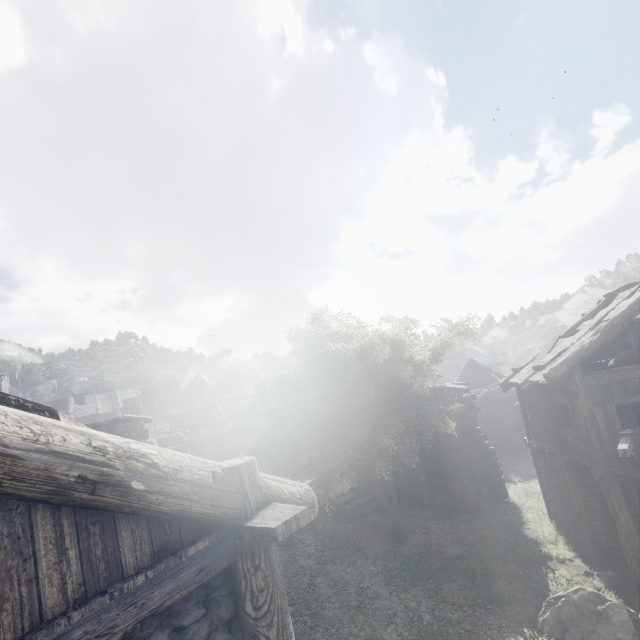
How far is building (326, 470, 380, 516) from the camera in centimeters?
1883cm

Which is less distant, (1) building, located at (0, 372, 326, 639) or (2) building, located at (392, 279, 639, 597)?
(1) building, located at (0, 372, 326, 639)

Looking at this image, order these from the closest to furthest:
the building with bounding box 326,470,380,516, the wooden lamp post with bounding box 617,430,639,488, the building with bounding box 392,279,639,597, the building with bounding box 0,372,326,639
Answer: the building with bounding box 0,372,326,639
the wooden lamp post with bounding box 617,430,639,488
the building with bounding box 392,279,639,597
the building with bounding box 326,470,380,516

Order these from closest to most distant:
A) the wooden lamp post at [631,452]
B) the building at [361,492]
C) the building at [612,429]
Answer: the wooden lamp post at [631,452], the building at [612,429], the building at [361,492]

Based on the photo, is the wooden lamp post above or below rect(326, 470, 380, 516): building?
above

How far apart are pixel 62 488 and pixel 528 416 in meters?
Answer: 17.5

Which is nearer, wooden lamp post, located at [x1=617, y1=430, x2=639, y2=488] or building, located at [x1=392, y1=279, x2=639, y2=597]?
wooden lamp post, located at [x1=617, y1=430, x2=639, y2=488]

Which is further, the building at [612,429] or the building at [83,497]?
the building at [612,429]
